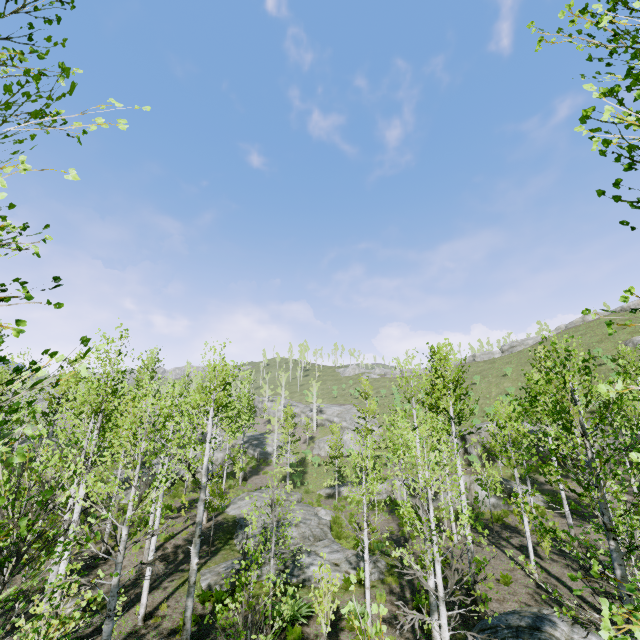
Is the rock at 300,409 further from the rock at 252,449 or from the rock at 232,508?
the rock at 232,508

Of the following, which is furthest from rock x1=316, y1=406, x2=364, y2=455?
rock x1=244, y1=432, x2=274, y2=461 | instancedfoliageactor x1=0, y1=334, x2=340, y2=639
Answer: instancedfoliageactor x1=0, y1=334, x2=340, y2=639

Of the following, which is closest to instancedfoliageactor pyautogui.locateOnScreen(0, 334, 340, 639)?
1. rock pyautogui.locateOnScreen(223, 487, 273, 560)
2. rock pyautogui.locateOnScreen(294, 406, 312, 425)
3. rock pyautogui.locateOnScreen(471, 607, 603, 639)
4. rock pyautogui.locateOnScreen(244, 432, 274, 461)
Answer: rock pyautogui.locateOnScreen(244, 432, 274, 461)

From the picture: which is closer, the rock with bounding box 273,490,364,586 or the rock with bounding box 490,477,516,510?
the rock with bounding box 273,490,364,586

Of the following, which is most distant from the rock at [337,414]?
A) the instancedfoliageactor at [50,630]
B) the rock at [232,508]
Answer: the rock at [232,508]

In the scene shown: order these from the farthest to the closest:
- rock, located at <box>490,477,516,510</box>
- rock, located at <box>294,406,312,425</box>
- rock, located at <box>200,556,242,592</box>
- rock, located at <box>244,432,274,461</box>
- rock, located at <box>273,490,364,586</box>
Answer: rock, located at <box>294,406,312,425</box>, rock, located at <box>244,432,274,461</box>, rock, located at <box>490,477,516,510</box>, rock, located at <box>273,490,364,586</box>, rock, located at <box>200,556,242,592</box>

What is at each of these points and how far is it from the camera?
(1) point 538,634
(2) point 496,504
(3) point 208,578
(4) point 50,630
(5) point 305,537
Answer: (1) rock, 8.9m
(2) rock, 24.0m
(3) rock, 13.7m
(4) instancedfoliageactor, 6.9m
(5) rock, 18.0m

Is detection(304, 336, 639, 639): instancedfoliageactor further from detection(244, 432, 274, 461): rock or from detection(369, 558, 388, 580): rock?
detection(369, 558, 388, 580): rock
